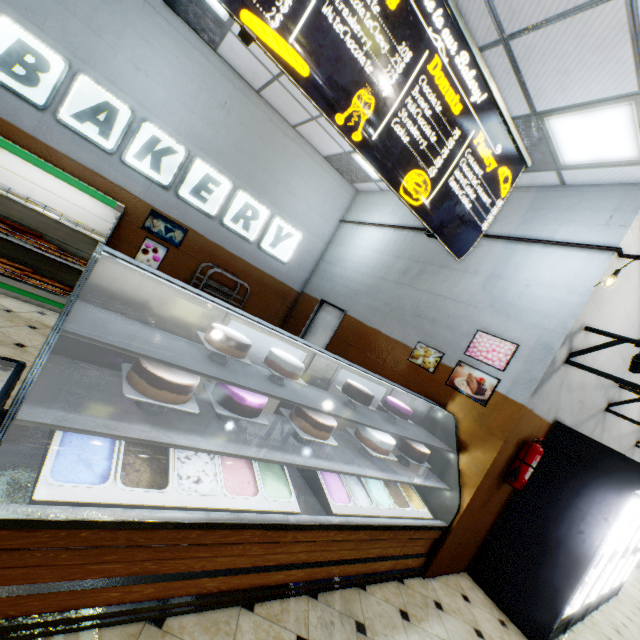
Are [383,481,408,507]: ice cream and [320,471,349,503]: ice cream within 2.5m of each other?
yes

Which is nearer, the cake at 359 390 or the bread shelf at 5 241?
the cake at 359 390

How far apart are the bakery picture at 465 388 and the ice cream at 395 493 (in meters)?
1.26

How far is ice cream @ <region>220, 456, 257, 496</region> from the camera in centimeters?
216cm

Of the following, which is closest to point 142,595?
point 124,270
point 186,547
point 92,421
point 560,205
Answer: point 186,547

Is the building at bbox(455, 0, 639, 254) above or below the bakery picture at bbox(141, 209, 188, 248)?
above

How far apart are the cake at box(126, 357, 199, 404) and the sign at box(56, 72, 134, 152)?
4.8 meters

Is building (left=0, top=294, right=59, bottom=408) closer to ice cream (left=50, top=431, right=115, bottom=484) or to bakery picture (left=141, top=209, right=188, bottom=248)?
bakery picture (left=141, top=209, right=188, bottom=248)
